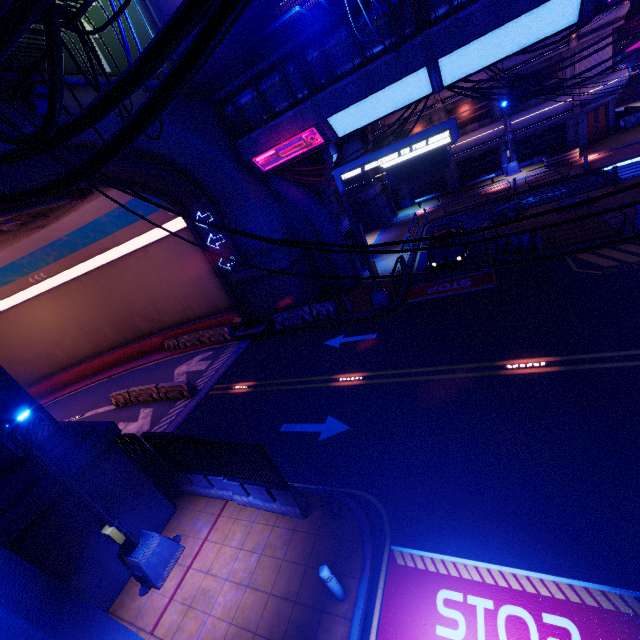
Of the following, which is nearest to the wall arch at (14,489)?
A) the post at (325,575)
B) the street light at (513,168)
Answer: the post at (325,575)

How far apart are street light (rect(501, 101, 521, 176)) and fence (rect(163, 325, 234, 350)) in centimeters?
2970cm

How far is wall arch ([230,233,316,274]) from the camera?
18.7m

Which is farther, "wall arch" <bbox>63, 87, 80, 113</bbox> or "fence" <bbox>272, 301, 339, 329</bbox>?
"fence" <bbox>272, 301, 339, 329</bbox>

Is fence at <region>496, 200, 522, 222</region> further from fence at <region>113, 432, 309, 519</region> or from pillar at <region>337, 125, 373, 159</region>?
fence at <region>113, 432, 309, 519</region>

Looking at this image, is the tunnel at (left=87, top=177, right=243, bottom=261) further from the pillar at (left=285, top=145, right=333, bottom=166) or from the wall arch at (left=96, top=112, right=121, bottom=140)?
the pillar at (left=285, top=145, right=333, bottom=166)

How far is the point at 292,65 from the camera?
14.39m

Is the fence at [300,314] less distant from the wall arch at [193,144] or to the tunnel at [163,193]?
the wall arch at [193,144]
